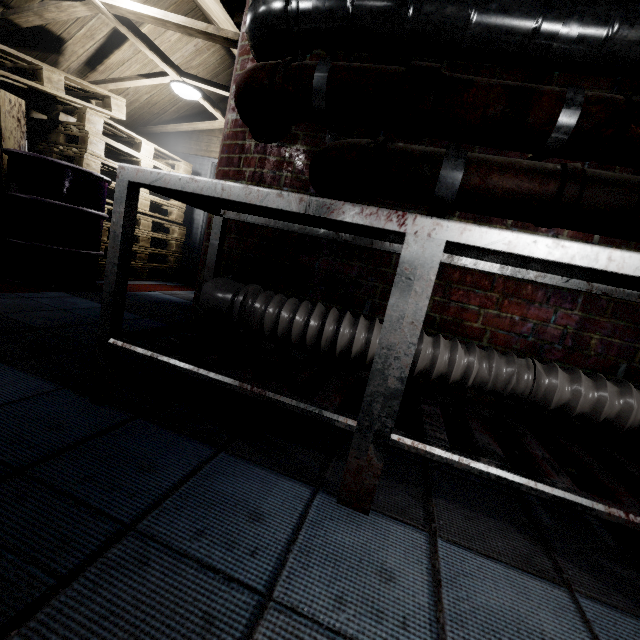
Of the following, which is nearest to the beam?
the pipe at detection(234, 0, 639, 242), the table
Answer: the pipe at detection(234, 0, 639, 242)

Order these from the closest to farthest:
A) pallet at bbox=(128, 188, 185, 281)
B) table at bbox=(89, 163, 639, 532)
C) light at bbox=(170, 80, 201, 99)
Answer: table at bbox=(89, 163, 639, 532) → light at bbox=(170, 80, 201, 99) → pallet at bbox=(128, 188, 185, 281)

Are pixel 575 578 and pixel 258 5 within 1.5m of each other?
no

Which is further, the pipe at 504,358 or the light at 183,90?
the light at 183,90

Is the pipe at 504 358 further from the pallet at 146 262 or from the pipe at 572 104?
the pallet at 146 262

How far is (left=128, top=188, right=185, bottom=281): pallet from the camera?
4.01m

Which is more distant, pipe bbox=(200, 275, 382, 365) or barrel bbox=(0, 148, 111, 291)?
barrel bbox=(0, 148, 111, 291)

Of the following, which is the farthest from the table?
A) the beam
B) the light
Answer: the light
